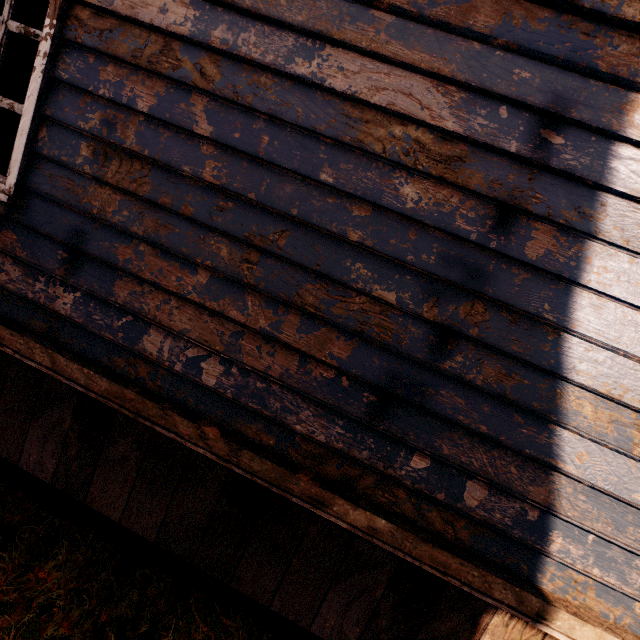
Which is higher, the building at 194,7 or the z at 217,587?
the building at 194,7

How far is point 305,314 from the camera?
1.7m

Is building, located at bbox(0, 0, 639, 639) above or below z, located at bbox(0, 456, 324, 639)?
above
